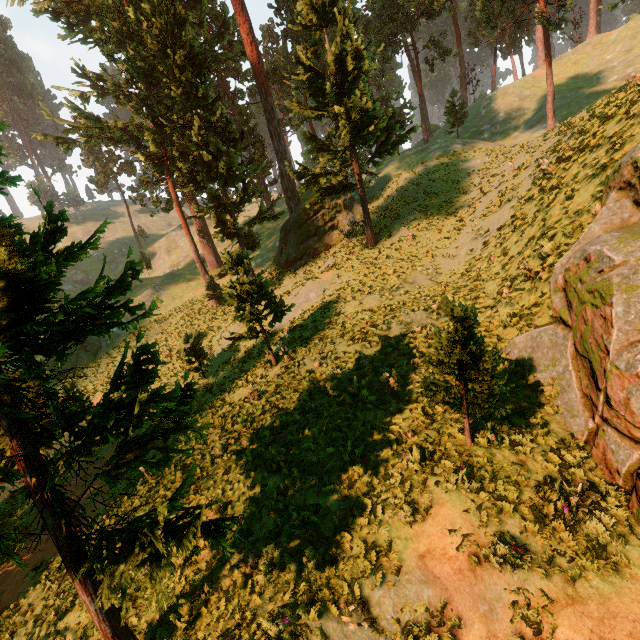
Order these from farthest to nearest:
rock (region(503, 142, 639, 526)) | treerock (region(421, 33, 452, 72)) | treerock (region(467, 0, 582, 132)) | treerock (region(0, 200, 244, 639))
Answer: treerock (region(421, 33, 452, 72)) < treerock (region(467, 0, 582, 132)) < rock (region(503, 142, 639, 526)) < treerock (region(0, 200, 244, 639))

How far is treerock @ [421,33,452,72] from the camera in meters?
38.2

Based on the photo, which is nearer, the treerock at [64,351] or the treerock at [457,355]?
the treerock at [64,351]

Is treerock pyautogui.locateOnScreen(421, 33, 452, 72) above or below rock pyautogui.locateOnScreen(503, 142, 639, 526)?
above

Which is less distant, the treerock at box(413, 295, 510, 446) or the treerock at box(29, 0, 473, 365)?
the treerock at box(413, 295, 510, 446)

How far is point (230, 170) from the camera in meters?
25.6

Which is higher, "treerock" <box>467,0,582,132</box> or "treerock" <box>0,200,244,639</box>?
"treerock" <box>467,0,582,132</box>
